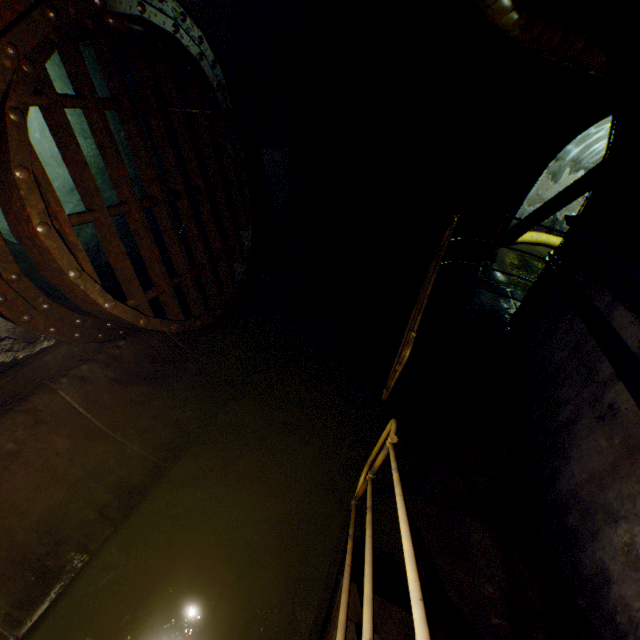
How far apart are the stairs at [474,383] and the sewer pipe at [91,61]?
2.8 meters

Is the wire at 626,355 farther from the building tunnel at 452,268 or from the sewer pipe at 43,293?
the sewer pipe at 43,293

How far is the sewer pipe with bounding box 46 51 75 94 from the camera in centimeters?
392cm

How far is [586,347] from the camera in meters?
2.9

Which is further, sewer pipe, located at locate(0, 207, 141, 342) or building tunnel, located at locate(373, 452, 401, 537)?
building tunnel, located at locate(373, 452, 401, 537)

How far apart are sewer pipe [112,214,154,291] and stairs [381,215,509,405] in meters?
2.8

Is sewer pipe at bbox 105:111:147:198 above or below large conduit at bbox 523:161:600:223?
above

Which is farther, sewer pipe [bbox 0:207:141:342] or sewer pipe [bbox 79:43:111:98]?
sewer pipe [bbox 79:43:111:98]
